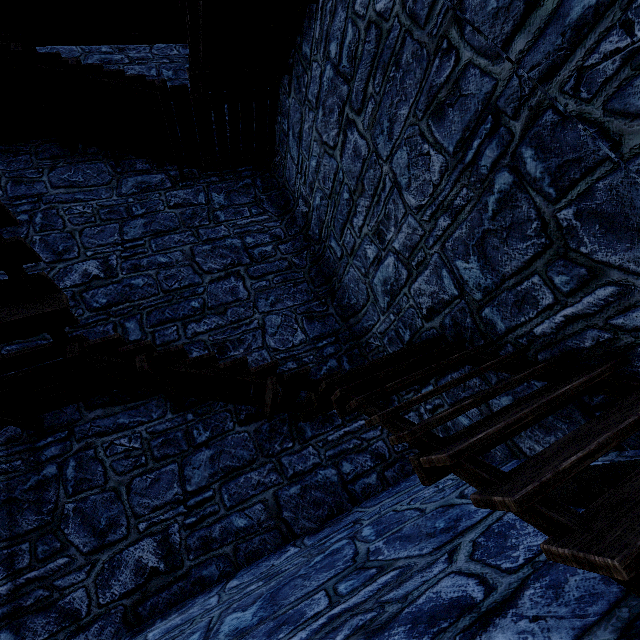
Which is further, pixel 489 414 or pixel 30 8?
pixel 30 8
